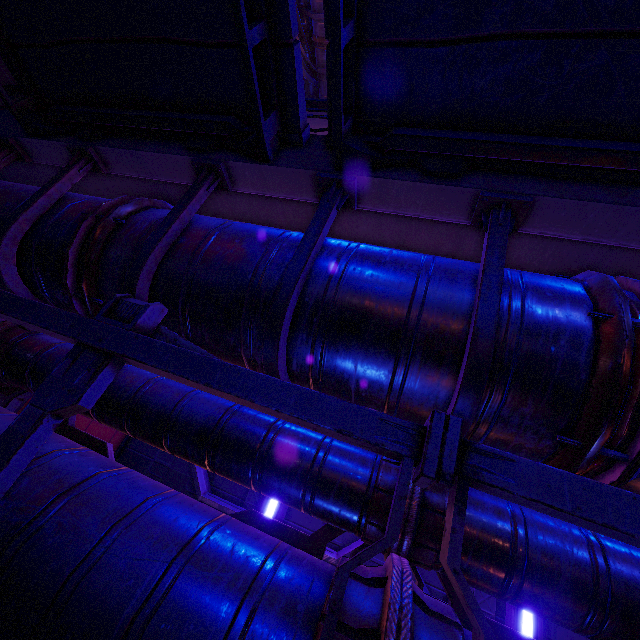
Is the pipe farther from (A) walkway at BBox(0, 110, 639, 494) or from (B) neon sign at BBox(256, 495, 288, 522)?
(B) neon sign at BBox(256, 495, 288, 522)

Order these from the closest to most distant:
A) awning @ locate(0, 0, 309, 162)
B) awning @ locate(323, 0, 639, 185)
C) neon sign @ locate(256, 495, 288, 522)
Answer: awning @ locate(323, 0, 639, 185)
awning @ locate(0, 0, 309, 162)
neon sign @ locate(256, 495, 288, 522)

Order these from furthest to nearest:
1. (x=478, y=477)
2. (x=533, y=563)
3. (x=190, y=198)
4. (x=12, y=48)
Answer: (x=12, y=48), (x=190, y=198), (x=533, y=563), (x=478, y=477)

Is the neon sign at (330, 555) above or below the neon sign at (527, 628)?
below

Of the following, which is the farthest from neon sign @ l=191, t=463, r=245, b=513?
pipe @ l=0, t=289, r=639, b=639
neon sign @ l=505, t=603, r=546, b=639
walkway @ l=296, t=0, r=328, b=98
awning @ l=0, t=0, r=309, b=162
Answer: walkway @ l=296, t=0, r=328, b=98

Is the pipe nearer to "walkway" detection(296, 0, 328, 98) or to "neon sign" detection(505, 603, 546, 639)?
"neon sign" detection(505, 603, 546, 639)

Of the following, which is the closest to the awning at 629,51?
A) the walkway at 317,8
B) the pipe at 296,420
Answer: the pipe at 296,420

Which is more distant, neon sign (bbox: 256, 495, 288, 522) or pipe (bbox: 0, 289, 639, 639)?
neon sign (bbox: 256, 495, 288, 522)
